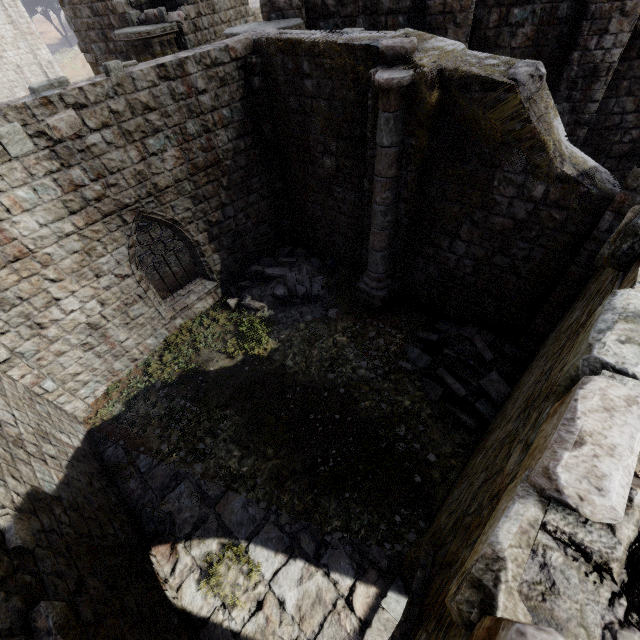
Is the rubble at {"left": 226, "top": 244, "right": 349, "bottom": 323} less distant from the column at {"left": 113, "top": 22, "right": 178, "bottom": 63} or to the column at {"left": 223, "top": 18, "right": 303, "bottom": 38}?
the column at {"left": 223, "top": 18, "right": 303, "bottom": 38}

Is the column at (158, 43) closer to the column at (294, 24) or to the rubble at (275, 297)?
the column at (294, 24)

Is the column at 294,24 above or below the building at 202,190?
above

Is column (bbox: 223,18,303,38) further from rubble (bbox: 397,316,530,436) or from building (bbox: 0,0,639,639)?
rubble (bbox: 397,316,530,436)

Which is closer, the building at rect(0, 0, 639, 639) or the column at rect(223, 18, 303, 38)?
the building at rect(0, 0, 639, 639)

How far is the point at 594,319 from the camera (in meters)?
1.98

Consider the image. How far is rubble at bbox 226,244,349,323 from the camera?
10.5 meters

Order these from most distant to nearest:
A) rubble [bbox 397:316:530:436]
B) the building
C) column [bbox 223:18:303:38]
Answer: column [bbox 223:18:303:38] → rubble [bbox 397:316:530:436] → the building
